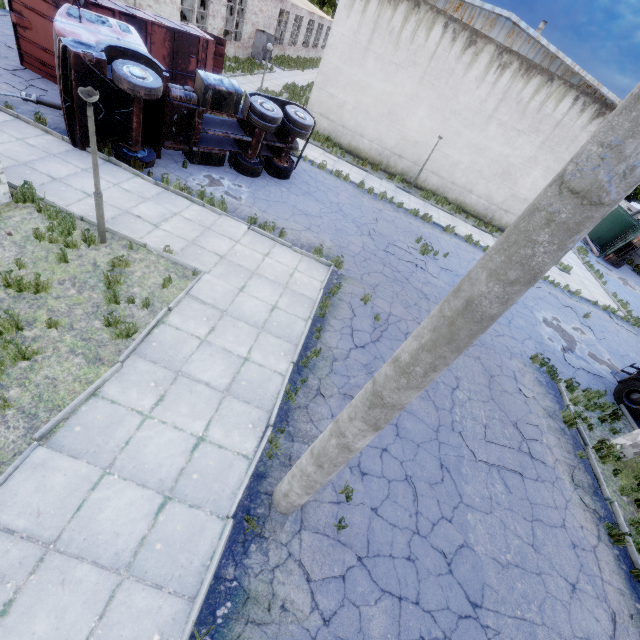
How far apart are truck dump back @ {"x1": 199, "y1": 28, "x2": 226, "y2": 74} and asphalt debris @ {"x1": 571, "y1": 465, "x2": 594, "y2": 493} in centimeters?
2206cm

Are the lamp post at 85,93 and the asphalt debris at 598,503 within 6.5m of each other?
no

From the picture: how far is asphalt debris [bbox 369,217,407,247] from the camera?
13.9m

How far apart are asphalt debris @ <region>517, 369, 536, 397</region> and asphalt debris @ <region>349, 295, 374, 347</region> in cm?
481

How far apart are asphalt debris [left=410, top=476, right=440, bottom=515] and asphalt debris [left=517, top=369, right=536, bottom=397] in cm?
546

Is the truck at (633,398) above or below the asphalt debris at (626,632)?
above

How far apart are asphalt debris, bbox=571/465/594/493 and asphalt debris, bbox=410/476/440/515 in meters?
4.5 m

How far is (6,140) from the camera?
9.3m
